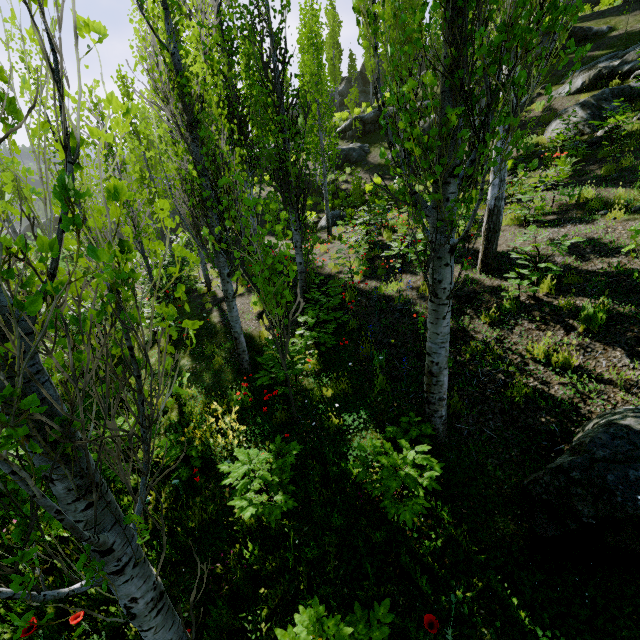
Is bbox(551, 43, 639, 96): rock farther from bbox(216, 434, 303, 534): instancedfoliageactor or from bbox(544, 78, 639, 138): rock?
bbox(544, 78, 639, 138): rock

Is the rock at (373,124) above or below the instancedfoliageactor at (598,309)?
above

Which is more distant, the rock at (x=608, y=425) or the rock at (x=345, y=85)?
the rock at (x=345, y=85)

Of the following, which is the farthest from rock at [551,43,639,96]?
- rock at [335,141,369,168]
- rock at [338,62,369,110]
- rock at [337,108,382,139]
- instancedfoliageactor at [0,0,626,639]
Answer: rock at [338,62,369,110]

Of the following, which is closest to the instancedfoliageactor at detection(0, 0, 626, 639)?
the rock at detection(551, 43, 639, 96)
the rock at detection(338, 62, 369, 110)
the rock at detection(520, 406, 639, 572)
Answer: the rock at detection(551, 43, 639, 96)

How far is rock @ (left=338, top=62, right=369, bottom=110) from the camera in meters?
38.5

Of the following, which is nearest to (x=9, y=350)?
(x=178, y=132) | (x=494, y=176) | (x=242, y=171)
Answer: (x=494, y=176)

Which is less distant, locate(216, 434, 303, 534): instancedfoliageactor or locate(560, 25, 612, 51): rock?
locate(216, 434, 303, 534): instancedfoliageactor
